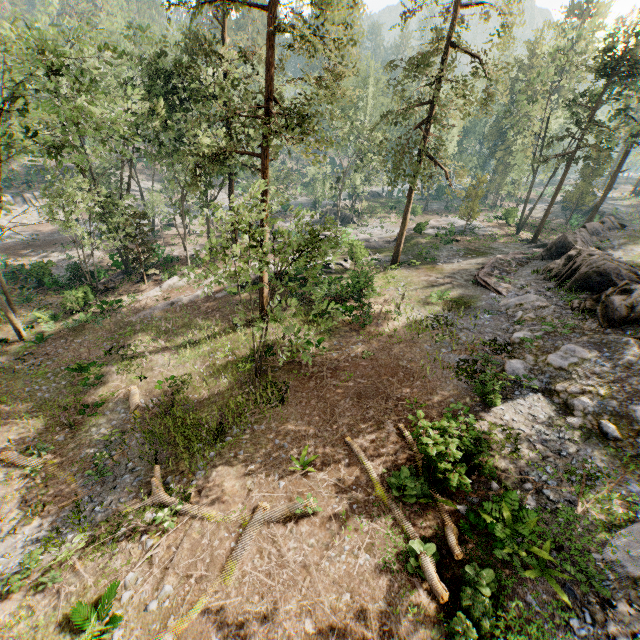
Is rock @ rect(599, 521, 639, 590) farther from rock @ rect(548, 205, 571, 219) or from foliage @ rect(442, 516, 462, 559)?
rock @ rect(548, 205, 571, 219)

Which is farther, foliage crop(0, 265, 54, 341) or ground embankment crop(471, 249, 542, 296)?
ground embankment crop(471, 249, 542, 296)

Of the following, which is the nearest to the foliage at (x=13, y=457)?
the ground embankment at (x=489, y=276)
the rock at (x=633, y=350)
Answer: the rock at (x=633, y=350)

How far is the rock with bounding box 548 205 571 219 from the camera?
54.2 meters

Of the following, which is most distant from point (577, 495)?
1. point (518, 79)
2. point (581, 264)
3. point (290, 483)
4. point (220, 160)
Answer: point (518, 79)
